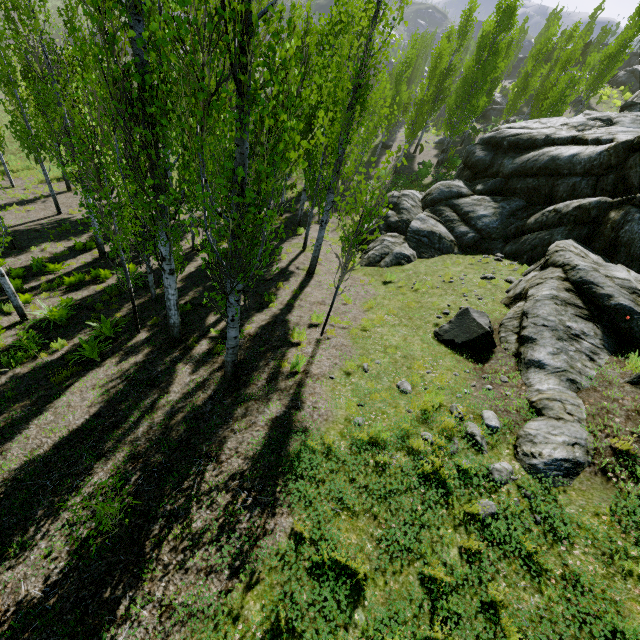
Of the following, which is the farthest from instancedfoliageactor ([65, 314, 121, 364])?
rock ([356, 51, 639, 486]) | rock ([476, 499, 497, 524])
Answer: rock ([476, 499, 497, 524])

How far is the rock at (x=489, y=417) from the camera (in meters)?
5.87

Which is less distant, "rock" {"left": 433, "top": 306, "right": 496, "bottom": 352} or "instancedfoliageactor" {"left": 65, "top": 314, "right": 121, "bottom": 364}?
"rock" {"left": 433, "top": 306, "right": 496, "bottom": 352}

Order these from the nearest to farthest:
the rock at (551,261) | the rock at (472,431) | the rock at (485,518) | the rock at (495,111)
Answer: the rock at (485,518)
the rock at (472,431)
the rock at (551,261)
the rock at (495,111)

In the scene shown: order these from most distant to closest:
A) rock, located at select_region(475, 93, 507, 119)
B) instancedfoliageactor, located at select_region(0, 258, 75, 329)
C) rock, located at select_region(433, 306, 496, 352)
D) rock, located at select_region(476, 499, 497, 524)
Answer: rock, located at select_region(475, 93, 507, 119) → instancedfoliageactor, located at select_region(0, 258, 75, 329) → rock, located at select_region(433, 306, 496, 352) → rock, located at select_region(476, 499, 497, 524)

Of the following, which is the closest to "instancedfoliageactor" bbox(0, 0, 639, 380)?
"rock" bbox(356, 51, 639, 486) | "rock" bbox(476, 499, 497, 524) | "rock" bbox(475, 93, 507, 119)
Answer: "rock" bbox(356, 51, 639, 486)

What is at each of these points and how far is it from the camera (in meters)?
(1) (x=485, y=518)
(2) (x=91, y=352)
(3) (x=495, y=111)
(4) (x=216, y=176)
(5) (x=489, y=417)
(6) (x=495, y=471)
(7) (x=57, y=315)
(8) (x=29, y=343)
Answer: (1) rock, 4.50
(2) instancedfoliageactor, 9.15
(3) rock, 46.91
(4) instancedfoliageactor, 7.95
(5) rock, 6.02
(6) rock, 5.09
(7) instancedfoliageactor, 11.02
(8) instancedfoliageactor, 9.57
